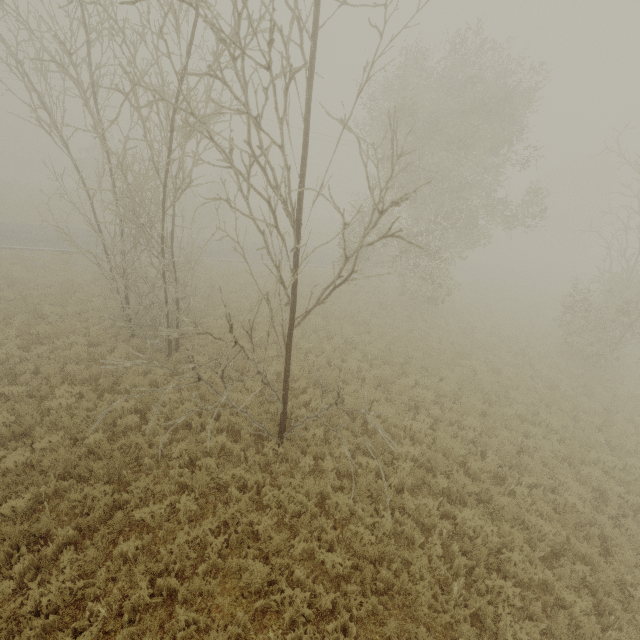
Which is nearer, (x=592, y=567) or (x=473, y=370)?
(x=592, y=567)
